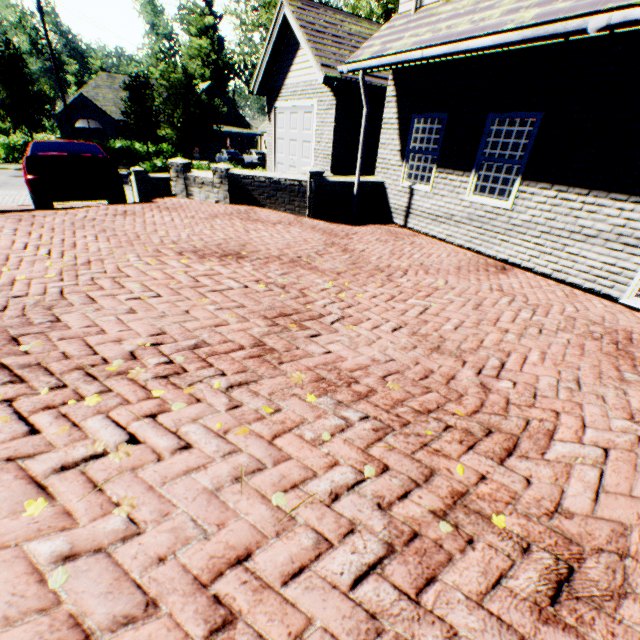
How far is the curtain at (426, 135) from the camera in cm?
753

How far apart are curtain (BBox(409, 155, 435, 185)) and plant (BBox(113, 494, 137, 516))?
8.48m

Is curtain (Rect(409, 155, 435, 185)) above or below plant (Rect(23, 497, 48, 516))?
above

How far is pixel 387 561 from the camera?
1.6m

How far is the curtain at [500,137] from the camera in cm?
605

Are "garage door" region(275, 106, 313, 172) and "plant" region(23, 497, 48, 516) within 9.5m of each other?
no

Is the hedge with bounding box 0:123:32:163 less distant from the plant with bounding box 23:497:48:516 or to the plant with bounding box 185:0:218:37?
the plant with bounding box 185:0:218:37

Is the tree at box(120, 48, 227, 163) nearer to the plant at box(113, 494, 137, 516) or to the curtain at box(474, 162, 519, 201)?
the plant at box(113, 494, 137, 516)
